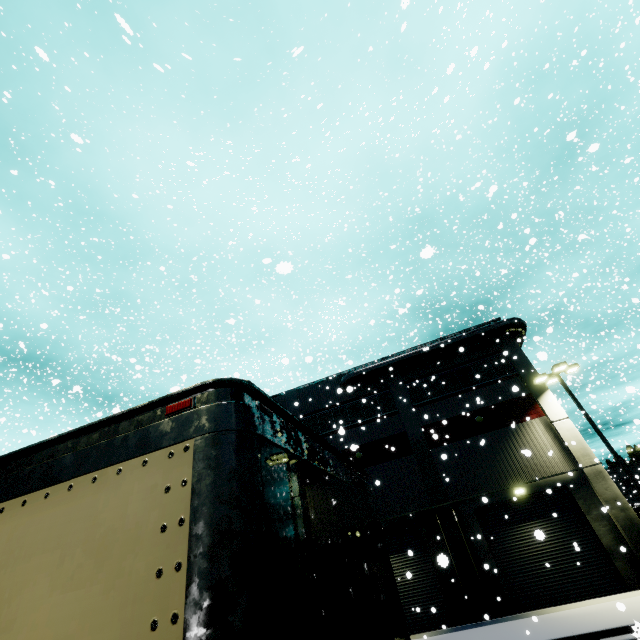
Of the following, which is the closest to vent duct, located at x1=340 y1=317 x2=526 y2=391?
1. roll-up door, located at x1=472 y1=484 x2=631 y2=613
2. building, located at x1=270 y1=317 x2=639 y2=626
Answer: building, located at x1=270 y1=317 x2=639 y2=626

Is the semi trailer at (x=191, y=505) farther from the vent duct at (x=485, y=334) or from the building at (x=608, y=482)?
the vent duct at (x=485, y=334)

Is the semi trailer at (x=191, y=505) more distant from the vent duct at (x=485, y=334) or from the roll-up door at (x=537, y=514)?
the vent duct at (x=485, y=334)

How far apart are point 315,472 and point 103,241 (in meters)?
37.91

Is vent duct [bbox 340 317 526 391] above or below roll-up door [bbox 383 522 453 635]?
above

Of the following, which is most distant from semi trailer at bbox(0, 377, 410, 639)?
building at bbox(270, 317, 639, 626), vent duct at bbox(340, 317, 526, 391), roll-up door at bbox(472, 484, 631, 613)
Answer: vent duct at bbox(340, 317, 526, 391)

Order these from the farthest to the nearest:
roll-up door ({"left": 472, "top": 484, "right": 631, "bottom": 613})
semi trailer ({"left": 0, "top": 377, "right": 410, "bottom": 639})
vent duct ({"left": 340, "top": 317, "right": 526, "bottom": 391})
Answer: vent duct ({"left": 340, "top": 317, "right": 526, "bottom": 391}) < roll-up door ({"left": 472, "top": 484, "right": 631, "bottom": 613}) < semi trailer ({"left": 0, "top": 377, "right": 410, "bottom": 639})

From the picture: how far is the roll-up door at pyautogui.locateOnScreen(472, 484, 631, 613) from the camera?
15.0 meters
